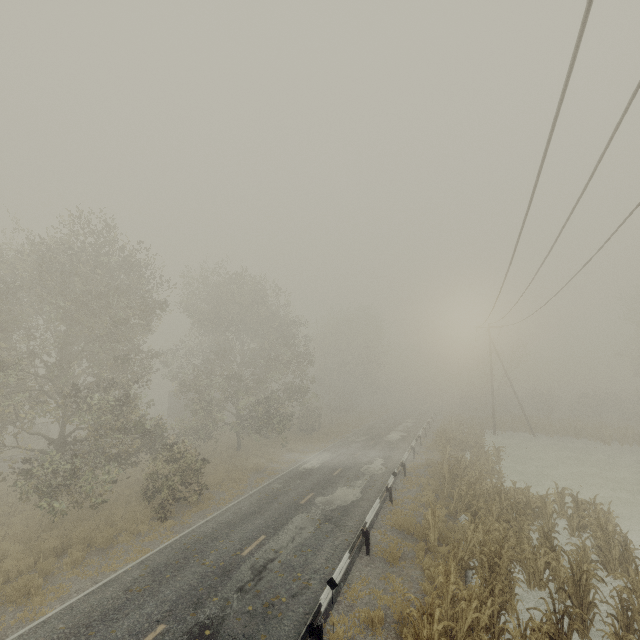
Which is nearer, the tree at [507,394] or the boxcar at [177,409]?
the tree at [507,394]

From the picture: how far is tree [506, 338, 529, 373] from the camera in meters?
41.0 m

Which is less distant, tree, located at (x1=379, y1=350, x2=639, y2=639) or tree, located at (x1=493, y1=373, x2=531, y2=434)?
tree, located at (x1=379, y1=350, x2=639, y2=639)

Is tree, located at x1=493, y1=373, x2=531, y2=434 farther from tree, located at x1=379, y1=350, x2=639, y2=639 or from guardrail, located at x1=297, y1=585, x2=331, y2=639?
tree, located at x1=379, y1=350, x2=639, y2=639

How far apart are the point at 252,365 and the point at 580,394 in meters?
44.5 m

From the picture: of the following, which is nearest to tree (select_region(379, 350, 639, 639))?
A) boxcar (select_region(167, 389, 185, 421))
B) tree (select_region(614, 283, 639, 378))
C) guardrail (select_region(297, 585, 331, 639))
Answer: guardrail (select_region(297, 585, 331, 639))

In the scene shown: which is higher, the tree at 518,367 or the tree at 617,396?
the tree at 518,367
